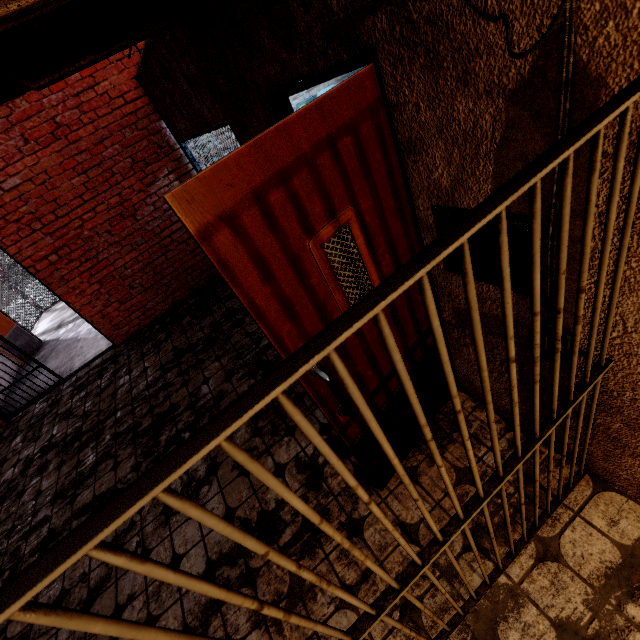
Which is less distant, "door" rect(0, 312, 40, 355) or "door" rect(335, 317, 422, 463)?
"door" rect(335, 317, 422, 463)

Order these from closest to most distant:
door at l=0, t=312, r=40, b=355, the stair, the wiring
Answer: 1. the wiring
2. door at l=0, t=312, r=40, b=355
3. the stair

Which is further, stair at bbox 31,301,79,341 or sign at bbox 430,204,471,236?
stair at bbox 31,301,79,341

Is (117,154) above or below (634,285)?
above

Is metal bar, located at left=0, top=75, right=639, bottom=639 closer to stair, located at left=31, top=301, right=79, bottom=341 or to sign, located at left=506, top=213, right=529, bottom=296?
sign, located at left=506, top=213, right=529, bottom=296

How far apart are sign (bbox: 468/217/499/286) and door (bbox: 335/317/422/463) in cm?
15

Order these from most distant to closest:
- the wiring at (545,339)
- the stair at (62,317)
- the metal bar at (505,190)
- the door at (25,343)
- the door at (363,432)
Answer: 1. the stair at (62,317)
2. the door at (25,343)
3. the door at (363,432)
4. the wiring at (545,339)
5. the metal bar at (505,190)

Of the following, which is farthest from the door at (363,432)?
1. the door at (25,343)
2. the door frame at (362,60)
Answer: the door at (25,343)
